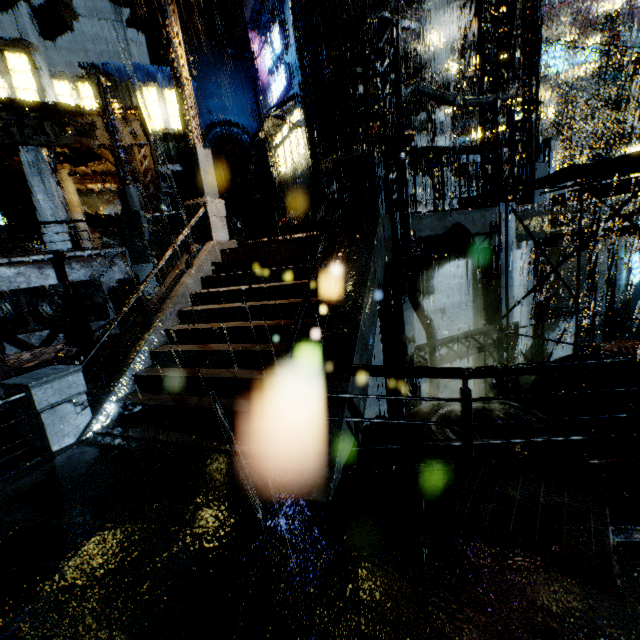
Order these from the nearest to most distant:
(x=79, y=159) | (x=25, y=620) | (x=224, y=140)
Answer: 1. (x=25, y=620)
2. (x=79, y=159)
3. (x=224, y=140)

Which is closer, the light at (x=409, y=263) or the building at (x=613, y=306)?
the light at (x=409, y=263)

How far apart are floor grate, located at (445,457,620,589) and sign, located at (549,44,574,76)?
33.58m

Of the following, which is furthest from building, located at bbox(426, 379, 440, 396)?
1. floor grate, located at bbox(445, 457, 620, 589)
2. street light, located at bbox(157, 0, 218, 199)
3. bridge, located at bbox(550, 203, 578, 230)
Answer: street light, located at bbox(157, 0, 218, 199)

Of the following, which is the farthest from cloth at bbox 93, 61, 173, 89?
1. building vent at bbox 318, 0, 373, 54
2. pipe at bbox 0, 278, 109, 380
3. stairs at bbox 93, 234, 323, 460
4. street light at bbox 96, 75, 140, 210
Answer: stairs at bbox 93, 234, 323, 460

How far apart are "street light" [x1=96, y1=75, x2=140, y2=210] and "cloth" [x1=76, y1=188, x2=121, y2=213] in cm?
891

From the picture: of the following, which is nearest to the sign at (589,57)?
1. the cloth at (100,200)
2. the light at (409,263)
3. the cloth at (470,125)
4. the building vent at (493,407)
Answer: the cloth at (470,125)

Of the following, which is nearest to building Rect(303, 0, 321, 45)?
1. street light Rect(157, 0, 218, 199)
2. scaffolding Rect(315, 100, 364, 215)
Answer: scaffolding Rect(315, 100, 364, 215)
